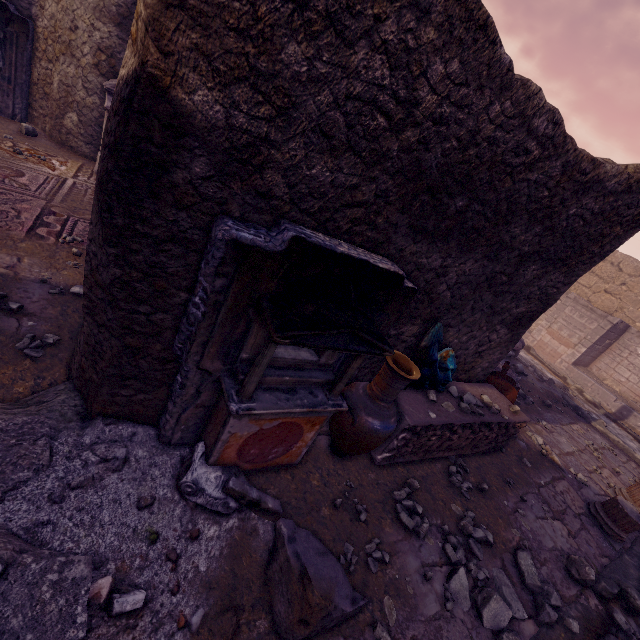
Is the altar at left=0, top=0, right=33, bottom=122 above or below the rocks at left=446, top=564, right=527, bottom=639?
above

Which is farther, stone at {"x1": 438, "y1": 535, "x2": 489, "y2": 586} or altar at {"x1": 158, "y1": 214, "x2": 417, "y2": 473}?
stone at {"x1": 438, "y1": 535, "x2": 489, "y2": 586}

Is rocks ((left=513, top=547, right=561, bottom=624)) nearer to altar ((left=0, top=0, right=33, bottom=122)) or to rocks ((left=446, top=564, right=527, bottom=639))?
rocks ((left=446, top=564, right=527, bottom=639))

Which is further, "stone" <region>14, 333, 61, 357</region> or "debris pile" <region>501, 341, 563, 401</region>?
"debris pile" <region>501, 341, 563, 401</region>

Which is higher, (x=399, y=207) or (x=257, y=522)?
(x=399, y=207)

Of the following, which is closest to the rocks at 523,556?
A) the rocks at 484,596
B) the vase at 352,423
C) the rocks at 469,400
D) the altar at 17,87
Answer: the rocks at 484,596

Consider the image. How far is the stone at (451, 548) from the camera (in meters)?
3.23

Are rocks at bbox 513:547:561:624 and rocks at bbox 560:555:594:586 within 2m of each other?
yes
